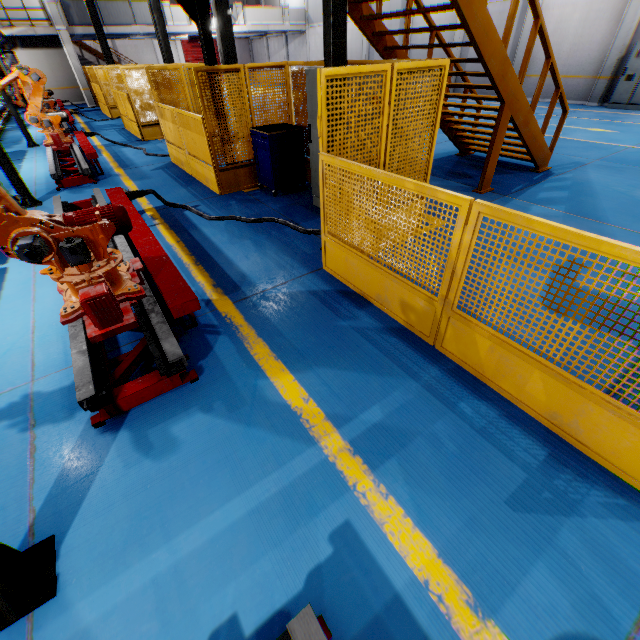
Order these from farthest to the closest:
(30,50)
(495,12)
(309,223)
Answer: (30,50) < (495,12) < (309,223)

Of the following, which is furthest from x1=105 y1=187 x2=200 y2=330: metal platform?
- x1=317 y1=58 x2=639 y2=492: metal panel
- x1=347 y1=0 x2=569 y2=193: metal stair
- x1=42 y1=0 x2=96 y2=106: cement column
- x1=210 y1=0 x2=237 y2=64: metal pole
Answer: x1=42 y1=0 x2=96 y2=106: cement column

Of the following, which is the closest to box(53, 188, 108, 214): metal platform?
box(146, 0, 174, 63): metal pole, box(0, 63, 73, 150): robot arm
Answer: box(0, 63, 73, 150): robot arm

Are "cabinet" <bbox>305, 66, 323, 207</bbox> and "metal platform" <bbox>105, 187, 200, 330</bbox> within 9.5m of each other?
yes

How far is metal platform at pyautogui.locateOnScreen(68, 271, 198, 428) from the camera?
2.6m

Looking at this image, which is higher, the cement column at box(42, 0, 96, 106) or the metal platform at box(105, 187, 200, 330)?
the cement column at box(42, 0, 96, 106)

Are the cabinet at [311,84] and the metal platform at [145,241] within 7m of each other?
yes

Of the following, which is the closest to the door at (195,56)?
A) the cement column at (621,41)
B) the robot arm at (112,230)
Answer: the cement column at (621,41)
